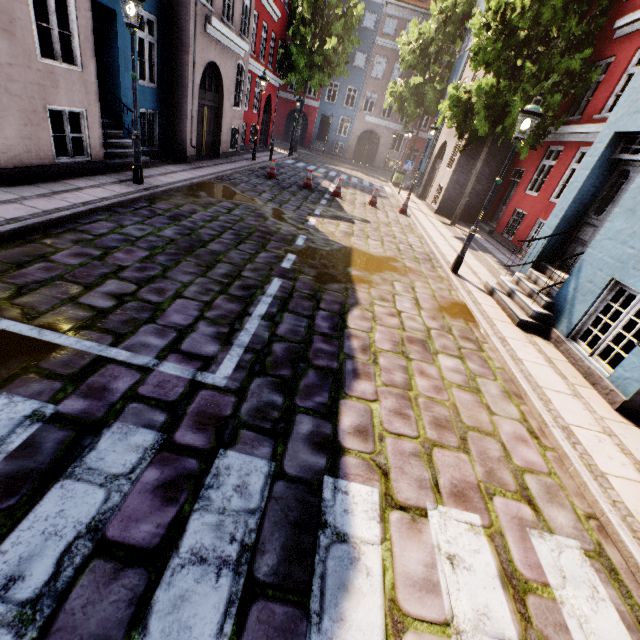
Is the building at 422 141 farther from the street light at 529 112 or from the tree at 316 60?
the tree at 316 60

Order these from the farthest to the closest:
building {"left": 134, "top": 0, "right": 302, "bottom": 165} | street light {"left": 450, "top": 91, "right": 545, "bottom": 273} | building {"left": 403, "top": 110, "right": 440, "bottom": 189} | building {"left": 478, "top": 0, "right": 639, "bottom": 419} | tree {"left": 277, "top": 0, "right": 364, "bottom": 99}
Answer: building {"left": 403, "top": 110, "right": 440, "bottom": 189}, tree {"left": 277, "top": 0, "right": 364, "bottom": 99}, building {"left": 134, "top": 0, "right": 302, "bottom": 165}, street light {"left": 450, "top": 91, "right": 545, "bottom": 273}, building {"left": 478, "top": 0, "right": 639, "bottom": 419}

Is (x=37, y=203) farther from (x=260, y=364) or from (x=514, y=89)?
(x=514, y=89)

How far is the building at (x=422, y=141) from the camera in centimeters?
2341cm

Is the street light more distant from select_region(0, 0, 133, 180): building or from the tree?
the tree

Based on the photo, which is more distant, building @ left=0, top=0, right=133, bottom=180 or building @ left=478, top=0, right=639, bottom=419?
building @ left=0, top=0, right=133, bottom=180

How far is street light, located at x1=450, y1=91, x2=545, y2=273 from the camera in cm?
636
